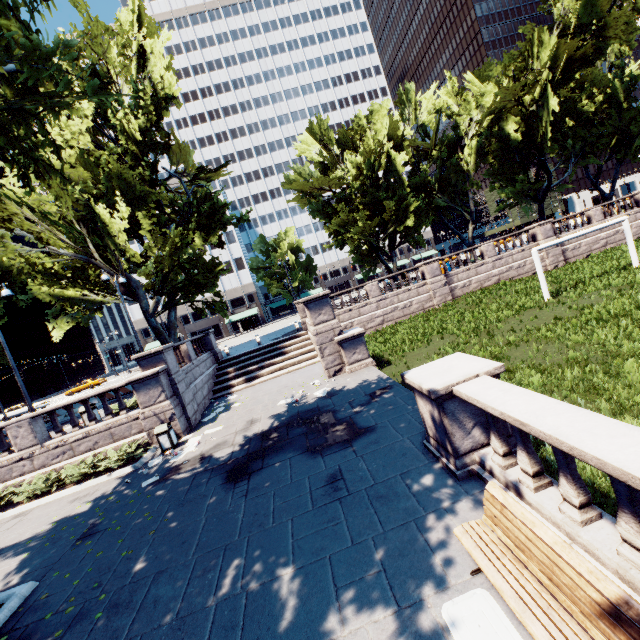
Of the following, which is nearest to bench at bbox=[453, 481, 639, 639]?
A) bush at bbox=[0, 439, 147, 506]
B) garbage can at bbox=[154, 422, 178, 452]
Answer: garbage can at bbox=[154, 422, 178, 452]

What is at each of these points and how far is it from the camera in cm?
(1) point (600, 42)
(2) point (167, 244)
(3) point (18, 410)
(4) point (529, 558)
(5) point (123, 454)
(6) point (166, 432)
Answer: (1) tree, 2652
(2) tree, 1900
(3) vehicle, 3750
(4) bench, 351
(5) bush, 1298
(6) garbage can, 1258

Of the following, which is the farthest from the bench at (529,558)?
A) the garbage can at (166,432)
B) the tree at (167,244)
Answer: the garbage can at (166,432)

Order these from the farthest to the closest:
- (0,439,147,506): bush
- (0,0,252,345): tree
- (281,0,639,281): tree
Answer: (281,0,639,281): tree < (0,439,147,506): bush < (0,0,252,345): tree

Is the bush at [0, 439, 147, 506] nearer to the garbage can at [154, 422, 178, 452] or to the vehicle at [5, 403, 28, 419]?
the garbage can at [154, 422, 178, 452]

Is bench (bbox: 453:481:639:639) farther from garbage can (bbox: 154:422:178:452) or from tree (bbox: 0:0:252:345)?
garbage can (bbox: 154:422:178:452)

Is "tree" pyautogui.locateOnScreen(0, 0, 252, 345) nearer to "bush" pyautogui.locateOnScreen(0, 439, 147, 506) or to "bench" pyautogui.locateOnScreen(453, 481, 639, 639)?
"bush" pyautogui.locateOnScreen(0, 439, 147, 506)

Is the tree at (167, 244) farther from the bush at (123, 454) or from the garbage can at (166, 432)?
the garbage can at (166, 432)
